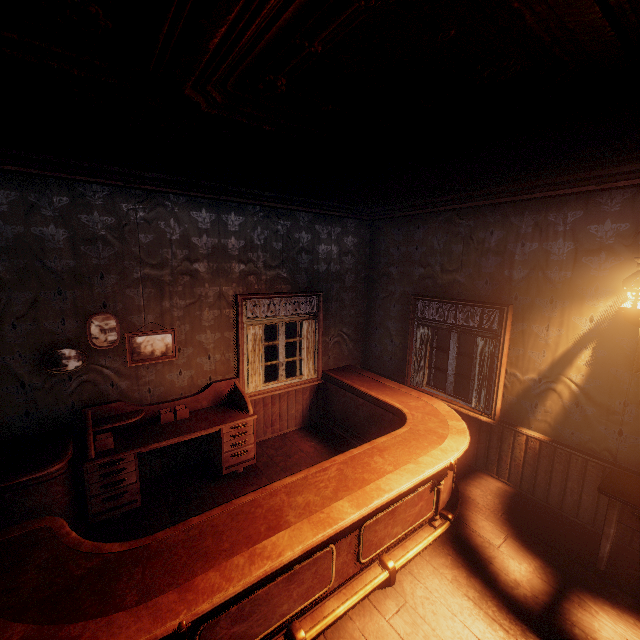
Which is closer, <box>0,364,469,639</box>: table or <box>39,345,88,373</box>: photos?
<box>0,364,469,639</box>: table

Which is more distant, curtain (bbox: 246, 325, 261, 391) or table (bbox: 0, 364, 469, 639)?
curtain (bbox: 246, 325, 261, 391)

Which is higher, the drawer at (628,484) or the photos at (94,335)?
the photos at (94,335)

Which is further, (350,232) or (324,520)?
(350,232)

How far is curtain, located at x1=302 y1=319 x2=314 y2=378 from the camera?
5.5 meters

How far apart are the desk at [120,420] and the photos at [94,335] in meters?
0.5 m

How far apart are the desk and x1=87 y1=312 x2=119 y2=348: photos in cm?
45

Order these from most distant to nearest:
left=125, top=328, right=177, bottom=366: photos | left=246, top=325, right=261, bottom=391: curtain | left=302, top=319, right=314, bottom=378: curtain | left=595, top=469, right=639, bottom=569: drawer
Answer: left=302, top=319, right=314, bottom=378: curtain → left=246, top=325, right=261, bottom=391: curtain → left=125, top=328, right=177, bottom=366: photos → left=595, top=469, right=639, bottom=569: drawer
